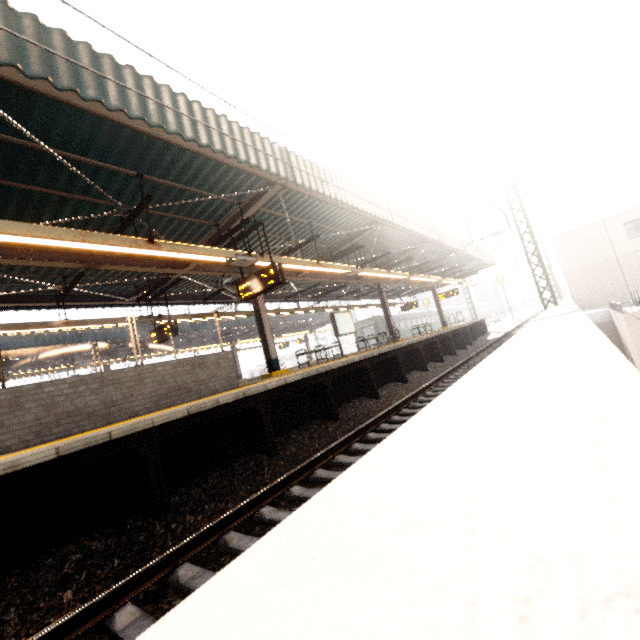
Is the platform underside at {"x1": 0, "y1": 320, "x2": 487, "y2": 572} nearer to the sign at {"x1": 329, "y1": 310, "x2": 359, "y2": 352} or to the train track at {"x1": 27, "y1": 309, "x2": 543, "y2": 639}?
the train track at {"x1": 27, "y1": 309, "x2": 543, "y2": 639}

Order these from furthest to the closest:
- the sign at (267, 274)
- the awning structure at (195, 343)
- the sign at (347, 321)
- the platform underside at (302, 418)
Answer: the sign at (347, 321), the awning structure at (195, 343), the sign at (267, 274), the platform underside at (302, 418)

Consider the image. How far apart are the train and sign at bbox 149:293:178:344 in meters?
26.3 m

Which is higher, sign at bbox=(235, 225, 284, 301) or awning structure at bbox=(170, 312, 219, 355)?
awning structure at bbox=(170, 312, 219, 355)

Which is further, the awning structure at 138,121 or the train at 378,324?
the train at 378,324

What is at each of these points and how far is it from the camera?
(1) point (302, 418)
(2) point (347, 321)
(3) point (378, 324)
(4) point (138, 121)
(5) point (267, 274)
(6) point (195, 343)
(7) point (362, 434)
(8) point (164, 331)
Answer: (1) platform underside, 7.2m
(2) sign, 15.1m
(3) train, 35.6m
(4) awning structure, 4.5m
(5) sign, 7.7m
(6) awning structure, 22.8m
(7) train track, 5.8m
(8) sign, 10.9m

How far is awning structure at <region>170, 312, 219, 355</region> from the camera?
12.2m

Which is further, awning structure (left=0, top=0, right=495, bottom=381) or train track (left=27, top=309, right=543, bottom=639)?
awning structure (left=0, top=0, right=495, bottom=381)
